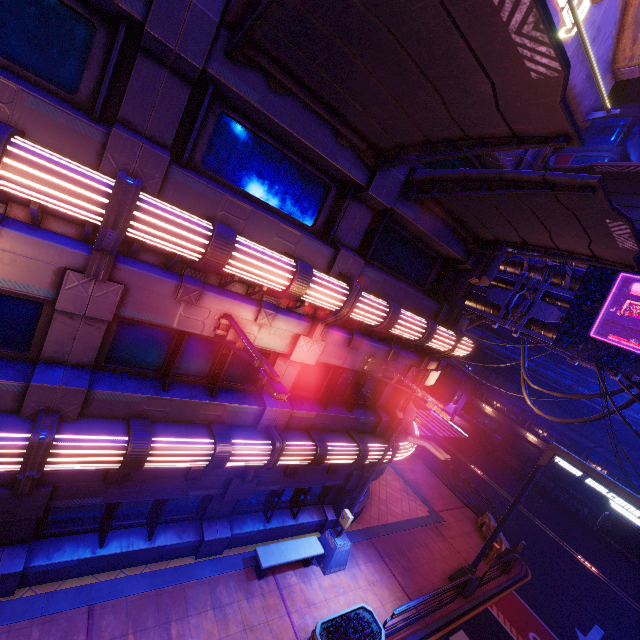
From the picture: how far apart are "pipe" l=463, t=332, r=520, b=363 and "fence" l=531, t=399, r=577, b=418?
0.0m

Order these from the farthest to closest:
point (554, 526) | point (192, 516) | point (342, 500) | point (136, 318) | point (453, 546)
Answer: point (554, 526), point (453, 546), point (342, 500), point (192, 516), point (136, 318)

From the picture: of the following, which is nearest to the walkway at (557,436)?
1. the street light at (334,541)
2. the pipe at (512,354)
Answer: the pipe at (512,354)

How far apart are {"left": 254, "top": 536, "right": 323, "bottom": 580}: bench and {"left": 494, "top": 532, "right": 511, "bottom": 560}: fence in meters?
10.8 m

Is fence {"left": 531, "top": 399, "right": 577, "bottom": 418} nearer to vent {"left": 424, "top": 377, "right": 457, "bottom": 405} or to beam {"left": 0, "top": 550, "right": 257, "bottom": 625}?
vent {"left": 424, "top": 377, "right": 457, "bottom": 405}

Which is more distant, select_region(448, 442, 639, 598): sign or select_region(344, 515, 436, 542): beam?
select_region(344, 515, 436, 542): beam

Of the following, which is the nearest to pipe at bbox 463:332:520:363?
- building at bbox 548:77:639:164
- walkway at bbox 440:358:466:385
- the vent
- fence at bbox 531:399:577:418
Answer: fence at bbox 531:399:577:418

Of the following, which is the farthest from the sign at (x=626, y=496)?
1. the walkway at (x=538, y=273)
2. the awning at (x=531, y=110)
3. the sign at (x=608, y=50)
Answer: the sign at (x=608, y=50)
